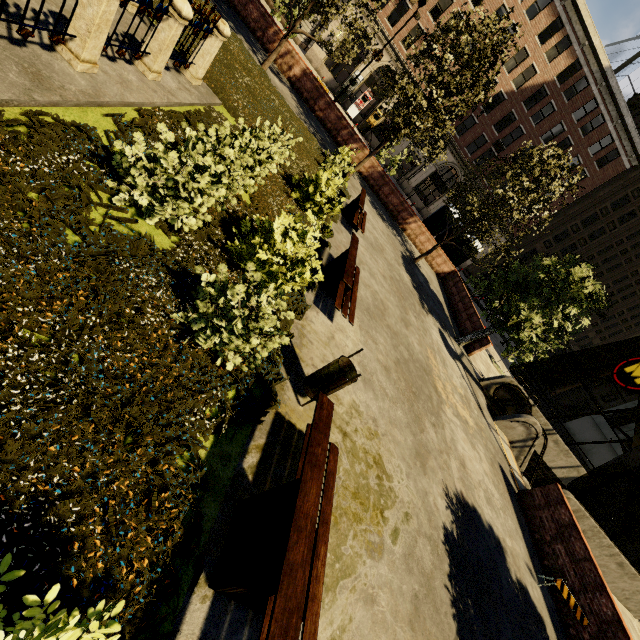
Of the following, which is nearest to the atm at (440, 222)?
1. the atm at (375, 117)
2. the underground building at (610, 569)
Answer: the underground building at (610, 569)

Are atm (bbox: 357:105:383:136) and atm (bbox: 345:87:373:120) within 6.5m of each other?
yes

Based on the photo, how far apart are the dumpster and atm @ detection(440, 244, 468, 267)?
19.7m

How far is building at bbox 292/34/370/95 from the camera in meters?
31.9 m

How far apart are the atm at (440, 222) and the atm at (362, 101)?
18.5m

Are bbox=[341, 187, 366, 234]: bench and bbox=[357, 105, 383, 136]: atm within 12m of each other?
no

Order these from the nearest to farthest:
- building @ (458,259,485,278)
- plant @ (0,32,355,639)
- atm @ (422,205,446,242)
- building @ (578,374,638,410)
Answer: plant @ (0,32,355,639)
atm @ (422,205,446,242)
building @ (458,259,485,278)
building @ (578,374,638,410)

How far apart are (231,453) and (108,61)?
6.5 meters
